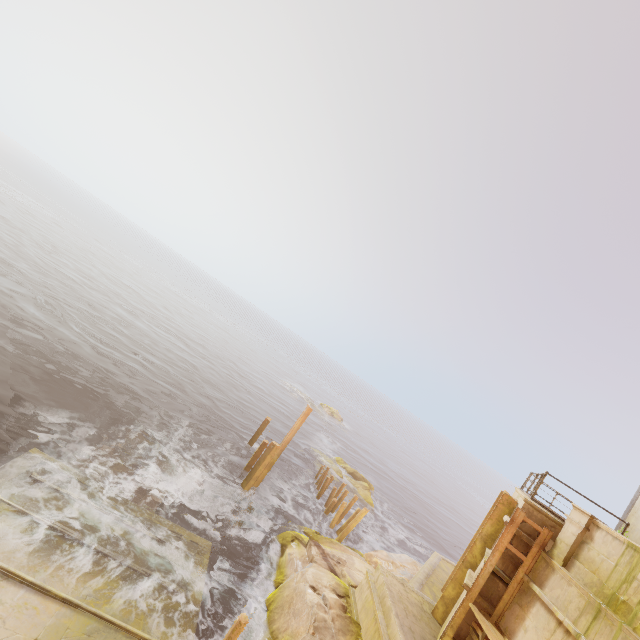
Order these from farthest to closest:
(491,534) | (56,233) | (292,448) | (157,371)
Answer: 1. (56,233)
2. (292,448)
3. (157,371)
4. (491,534)

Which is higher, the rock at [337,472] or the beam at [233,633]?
the beam at [233,633]

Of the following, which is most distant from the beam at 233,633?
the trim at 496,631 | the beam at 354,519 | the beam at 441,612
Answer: the beam at 354,519

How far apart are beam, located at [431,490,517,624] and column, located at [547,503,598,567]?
→ 2.0m

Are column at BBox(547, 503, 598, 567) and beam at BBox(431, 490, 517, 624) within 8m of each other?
yes

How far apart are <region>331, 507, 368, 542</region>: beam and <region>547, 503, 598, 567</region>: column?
10.11m

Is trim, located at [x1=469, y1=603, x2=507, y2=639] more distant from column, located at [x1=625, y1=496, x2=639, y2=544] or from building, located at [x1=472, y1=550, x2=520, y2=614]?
column, located at [x1=625, y1=496, x2=639, y2=544]

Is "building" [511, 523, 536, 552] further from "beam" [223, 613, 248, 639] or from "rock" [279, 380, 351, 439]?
"rock" [279, 380, 351, 439]
